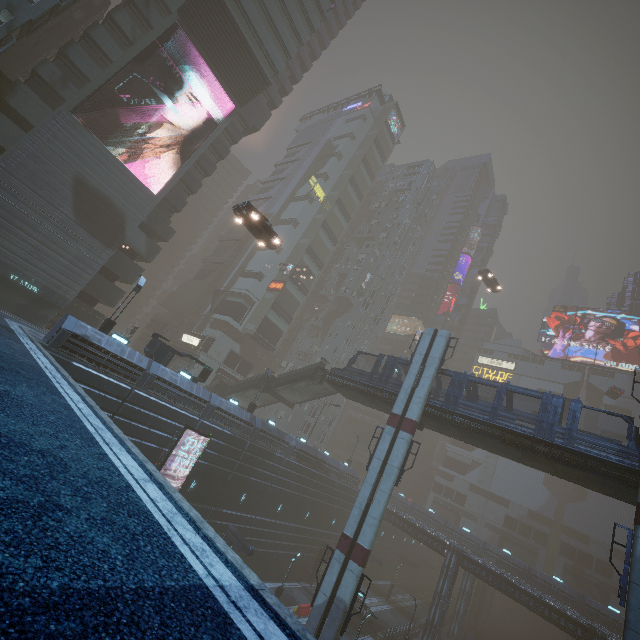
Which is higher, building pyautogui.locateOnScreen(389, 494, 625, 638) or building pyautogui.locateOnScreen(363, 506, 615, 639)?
building pyautogui.locateOnScreen(389, 494, 625, 638)

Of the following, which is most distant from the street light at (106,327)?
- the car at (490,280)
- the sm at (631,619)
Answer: the sm at (631,619)

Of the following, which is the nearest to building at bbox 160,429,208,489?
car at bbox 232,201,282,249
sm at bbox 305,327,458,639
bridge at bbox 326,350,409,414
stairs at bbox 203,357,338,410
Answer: sm at bbox 305,327,458,639

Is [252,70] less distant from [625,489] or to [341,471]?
[625,489]

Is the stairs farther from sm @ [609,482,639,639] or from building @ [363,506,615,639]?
sm @ [609,482,639,639]

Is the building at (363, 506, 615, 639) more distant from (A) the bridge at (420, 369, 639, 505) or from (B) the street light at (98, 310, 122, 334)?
(A) the bridge at (420, 369, 639, 505)

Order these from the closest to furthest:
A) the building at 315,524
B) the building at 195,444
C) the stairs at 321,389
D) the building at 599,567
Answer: the building at 315,524
the building at 195,444
the stairs at 321,389
the building at 599,567

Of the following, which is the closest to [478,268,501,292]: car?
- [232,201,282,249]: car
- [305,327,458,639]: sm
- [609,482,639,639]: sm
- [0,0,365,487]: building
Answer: [0,0,365,487]: building
